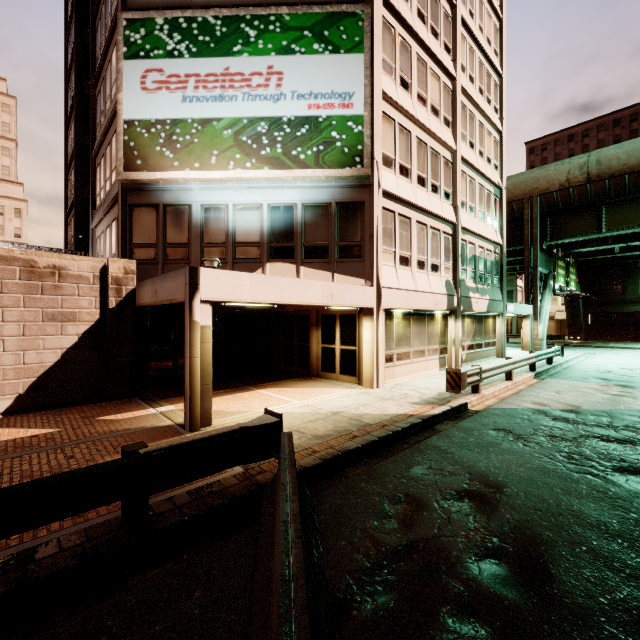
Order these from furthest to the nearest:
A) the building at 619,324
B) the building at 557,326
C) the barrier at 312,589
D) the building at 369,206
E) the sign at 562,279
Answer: the building at 557,326
the building at 619,324
the sign at 562,279
the building at 369,206
the barrier at 312,589

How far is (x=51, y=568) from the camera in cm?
329

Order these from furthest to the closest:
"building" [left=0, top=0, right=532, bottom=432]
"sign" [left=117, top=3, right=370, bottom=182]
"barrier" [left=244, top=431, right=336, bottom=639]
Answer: "sign" [left=117, top=3, right=370, bottom=182] → "building" [left=0, top=0, right=532, bottom=432] → "barrier" [left=244, top=431, right=336, bottom=639]

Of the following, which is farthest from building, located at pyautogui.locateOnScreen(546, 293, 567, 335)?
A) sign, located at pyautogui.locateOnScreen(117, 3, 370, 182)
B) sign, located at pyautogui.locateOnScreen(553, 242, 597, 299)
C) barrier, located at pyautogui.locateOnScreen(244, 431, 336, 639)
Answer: barrier, located at pyautogui.locateOnScreen(244, 431, 336, 639)

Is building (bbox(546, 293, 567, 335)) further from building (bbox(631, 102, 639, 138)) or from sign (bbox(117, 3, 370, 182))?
sign (bbox(117, 3, 370, 182))

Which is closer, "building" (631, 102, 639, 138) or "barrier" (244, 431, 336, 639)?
"barrier" (244, 431, 336, 639)

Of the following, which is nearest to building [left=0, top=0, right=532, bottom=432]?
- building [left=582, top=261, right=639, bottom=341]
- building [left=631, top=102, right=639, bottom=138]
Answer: building [left=582, top=261, right=639, bottom=341]

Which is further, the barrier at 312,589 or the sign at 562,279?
the sign at 562,279
